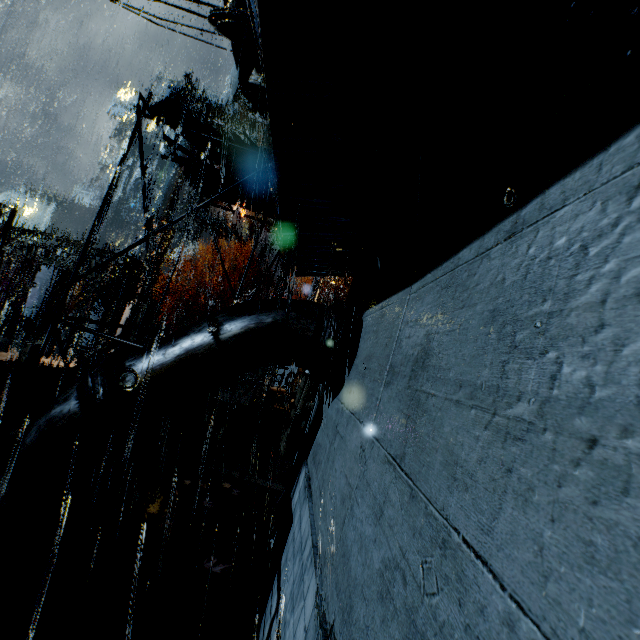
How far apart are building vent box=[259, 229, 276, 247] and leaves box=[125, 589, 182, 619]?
48.66m

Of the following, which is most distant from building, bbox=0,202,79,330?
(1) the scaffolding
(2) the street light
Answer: (2) the street light

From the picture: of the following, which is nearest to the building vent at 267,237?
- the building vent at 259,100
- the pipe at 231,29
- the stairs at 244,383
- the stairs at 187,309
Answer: the stairs at 187,309

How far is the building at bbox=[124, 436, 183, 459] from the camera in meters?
8.2 m

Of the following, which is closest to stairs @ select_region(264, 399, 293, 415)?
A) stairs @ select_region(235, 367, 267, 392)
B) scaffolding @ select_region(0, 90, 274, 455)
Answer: scaffolding @ select_region(0, 90, 274, 455)

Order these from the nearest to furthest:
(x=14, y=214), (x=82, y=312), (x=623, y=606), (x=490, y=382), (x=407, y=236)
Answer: (x=623, y=606) < (x=490, y=382) < (x=407, y=236) < (x=14, y=214) < (x=82, y=312)

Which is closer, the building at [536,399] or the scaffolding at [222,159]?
the building at [536,399]
